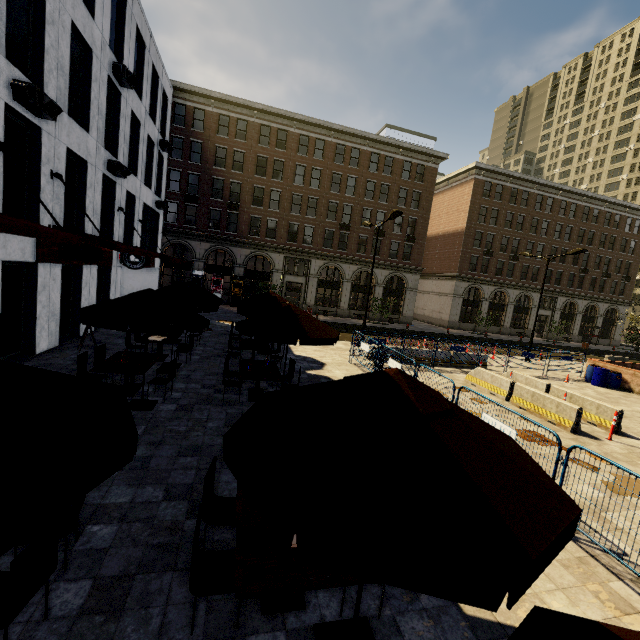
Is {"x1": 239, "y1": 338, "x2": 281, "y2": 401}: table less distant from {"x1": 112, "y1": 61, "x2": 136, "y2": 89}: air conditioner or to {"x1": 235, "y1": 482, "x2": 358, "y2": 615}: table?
{"x1": 235, "y1": 482, "x2": 358, "y2": 615}: table

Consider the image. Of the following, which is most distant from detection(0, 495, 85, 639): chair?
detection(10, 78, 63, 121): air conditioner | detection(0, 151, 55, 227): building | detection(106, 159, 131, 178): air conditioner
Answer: detection(106, 159, 131, 178): air conditioner

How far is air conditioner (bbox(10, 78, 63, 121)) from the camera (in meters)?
8.20

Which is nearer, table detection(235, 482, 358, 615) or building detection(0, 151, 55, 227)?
table detection(235, 482, 358, 615)

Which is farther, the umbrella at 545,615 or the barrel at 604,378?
the barrel at 604,378

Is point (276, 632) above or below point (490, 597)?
below

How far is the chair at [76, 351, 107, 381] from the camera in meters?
8.0 m

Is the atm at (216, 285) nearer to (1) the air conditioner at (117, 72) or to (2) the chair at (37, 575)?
(1) the air conditioner at (117, 72)
